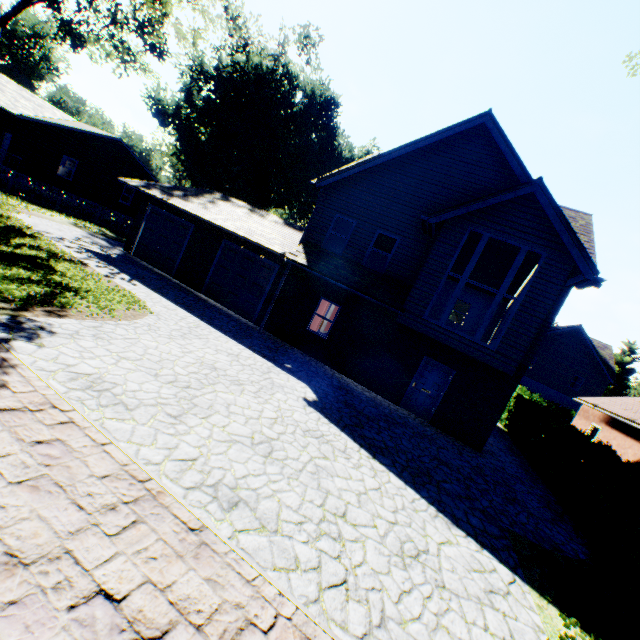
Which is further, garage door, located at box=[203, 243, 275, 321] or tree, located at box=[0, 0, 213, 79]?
garage door, located at box=[203, 243, 275, 321]

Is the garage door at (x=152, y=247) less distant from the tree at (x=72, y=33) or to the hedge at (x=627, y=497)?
the tree at (x=72, y=33)

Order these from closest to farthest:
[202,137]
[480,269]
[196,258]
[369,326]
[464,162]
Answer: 1. [464,162]
2. [369,326]
3. [196,258]
4. [480,269]
5. [202,137]

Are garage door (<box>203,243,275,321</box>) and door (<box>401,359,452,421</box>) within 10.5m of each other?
yes

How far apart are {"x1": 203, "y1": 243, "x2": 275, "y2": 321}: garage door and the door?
7.5m

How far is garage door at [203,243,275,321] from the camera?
15.1 meters

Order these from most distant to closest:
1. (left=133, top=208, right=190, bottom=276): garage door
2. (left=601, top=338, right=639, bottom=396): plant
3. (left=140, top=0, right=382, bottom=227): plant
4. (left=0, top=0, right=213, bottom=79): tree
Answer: (left=601, top=338, right=639, bottom=396): plant < (left=140, top=0, right=382, bottom=227): plant < (left=133, top=208, right=190, bottom=276): garage door < (left=0, top=0, right=213, bottom=79): tree

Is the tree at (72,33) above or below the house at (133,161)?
above
